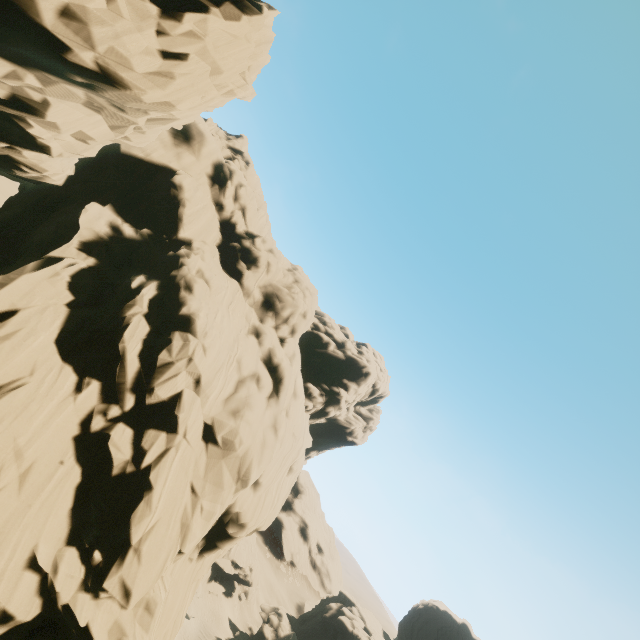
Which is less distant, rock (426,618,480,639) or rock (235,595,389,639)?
rock (235,595,389,639)

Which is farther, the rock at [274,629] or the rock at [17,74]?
the rock at [274,629]

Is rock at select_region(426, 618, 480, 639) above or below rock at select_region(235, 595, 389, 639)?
above

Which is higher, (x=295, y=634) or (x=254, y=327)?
(x=254, y=327)

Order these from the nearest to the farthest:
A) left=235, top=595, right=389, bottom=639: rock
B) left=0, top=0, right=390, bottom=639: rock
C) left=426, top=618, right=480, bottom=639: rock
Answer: left=0, top=0, right=390, bottom=639: rock
left=235, top=595, right=389, bottom=639: rock
left=426, top=618, right=480, bottom=639: rock
